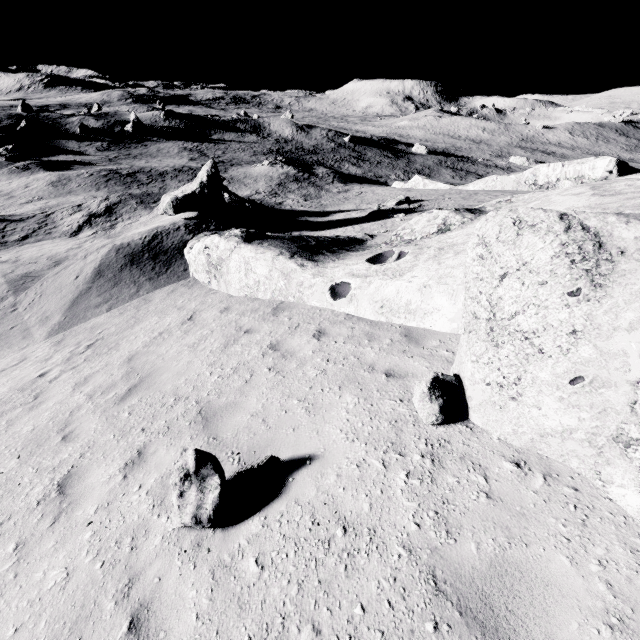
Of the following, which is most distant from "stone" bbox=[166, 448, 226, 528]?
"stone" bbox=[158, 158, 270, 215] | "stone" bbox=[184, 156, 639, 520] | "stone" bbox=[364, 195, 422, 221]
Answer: "stone" bbox=[364, 195, 422, 221]

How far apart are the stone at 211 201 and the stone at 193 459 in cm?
1797

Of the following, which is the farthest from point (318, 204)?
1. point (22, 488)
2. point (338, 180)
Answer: point (22, 488)

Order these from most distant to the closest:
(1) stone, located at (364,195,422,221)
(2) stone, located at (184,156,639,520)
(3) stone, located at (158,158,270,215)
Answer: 1. (1) stone, located at (364,195,422,221)
2. (3) stone, located at (158,158,270,215)
3. (2) stone, located at (184,156,639,520)

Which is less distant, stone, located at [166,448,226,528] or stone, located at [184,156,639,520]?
stone, located at [184,156,639,520]

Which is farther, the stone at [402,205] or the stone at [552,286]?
the stone at [402,205]

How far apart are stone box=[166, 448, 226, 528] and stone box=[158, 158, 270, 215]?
18.0m

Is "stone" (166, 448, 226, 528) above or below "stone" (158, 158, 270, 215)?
above
